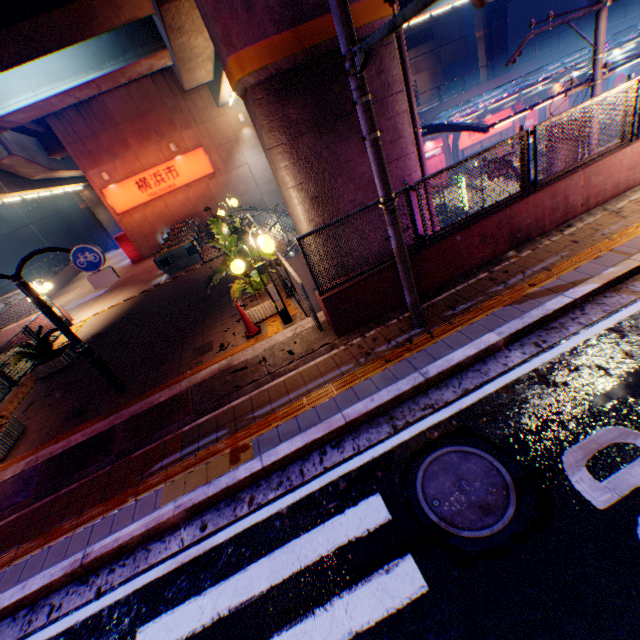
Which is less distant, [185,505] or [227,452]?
[185,505]

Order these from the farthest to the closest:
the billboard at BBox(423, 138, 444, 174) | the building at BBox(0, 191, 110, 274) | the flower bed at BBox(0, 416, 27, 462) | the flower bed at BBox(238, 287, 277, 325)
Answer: the building at BBox(0, 191, 110, 274) → the billboard at BBox(423, 138, 444, 174) → the flower bed at BBox(238, 287, 277, 325) → the flower bed at BBox(0, 416, 27, 462)

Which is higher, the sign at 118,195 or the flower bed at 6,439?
the sign at 118,195

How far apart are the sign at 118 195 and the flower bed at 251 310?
15.8 meters

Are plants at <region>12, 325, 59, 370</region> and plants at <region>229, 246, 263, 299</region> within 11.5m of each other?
yes

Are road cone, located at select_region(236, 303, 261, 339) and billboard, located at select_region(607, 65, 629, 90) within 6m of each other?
no

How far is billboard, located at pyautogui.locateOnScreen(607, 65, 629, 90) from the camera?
31.2m

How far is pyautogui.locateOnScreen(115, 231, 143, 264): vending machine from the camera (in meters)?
21.20
